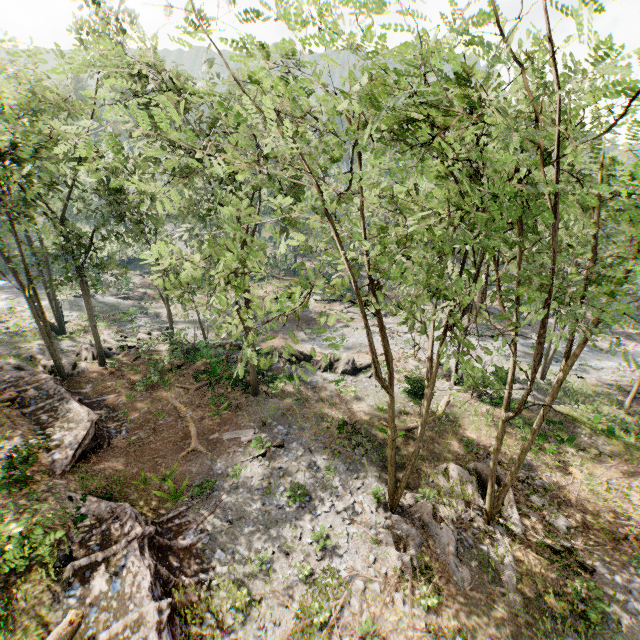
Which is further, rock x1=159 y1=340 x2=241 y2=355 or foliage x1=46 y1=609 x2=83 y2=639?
rock x1=159 y1=340 x2=241 y2=355

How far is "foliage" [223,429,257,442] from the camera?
18.9 meters

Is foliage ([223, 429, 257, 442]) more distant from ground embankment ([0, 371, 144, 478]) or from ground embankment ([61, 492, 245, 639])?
ground embankment ([61, 492, 245, 639])

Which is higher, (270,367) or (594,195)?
(594,195)

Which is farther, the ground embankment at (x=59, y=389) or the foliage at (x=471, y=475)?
the ground embankment at (x=59, y=389)

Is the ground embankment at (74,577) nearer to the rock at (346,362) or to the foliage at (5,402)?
the foliage at (5,402)
